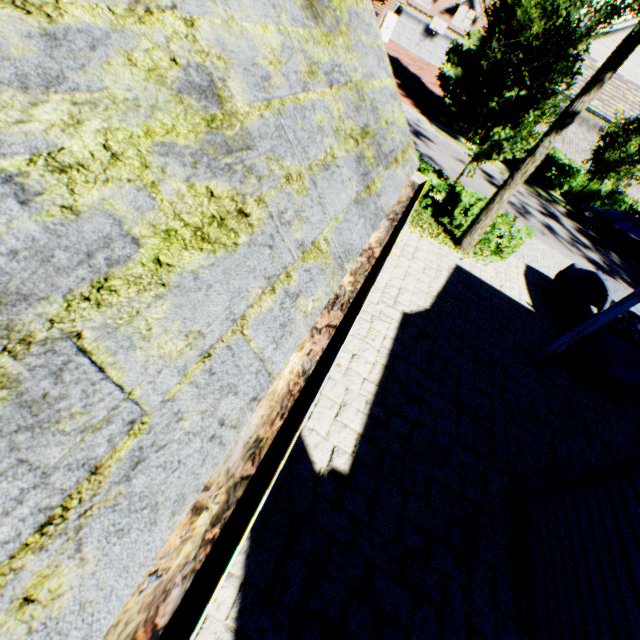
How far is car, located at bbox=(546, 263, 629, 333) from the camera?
9.4m

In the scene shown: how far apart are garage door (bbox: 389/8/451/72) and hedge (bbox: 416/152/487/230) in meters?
36.6 m

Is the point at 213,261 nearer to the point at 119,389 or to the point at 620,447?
the point at 119,389

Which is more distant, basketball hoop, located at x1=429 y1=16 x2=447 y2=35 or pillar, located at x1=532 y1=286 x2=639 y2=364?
basketball hoop, located at x1=429 y1=16 x2=447 y2=35

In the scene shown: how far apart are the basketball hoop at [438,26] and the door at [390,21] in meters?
6.3

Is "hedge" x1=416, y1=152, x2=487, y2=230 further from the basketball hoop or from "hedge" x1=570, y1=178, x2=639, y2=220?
the basketball hoop

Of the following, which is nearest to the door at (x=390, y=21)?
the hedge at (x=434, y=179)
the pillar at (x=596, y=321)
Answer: the hedge at (x=434, y=179)

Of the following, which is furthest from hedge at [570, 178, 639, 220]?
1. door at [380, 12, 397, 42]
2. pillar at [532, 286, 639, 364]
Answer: door at [380, 12, 397, 42]
